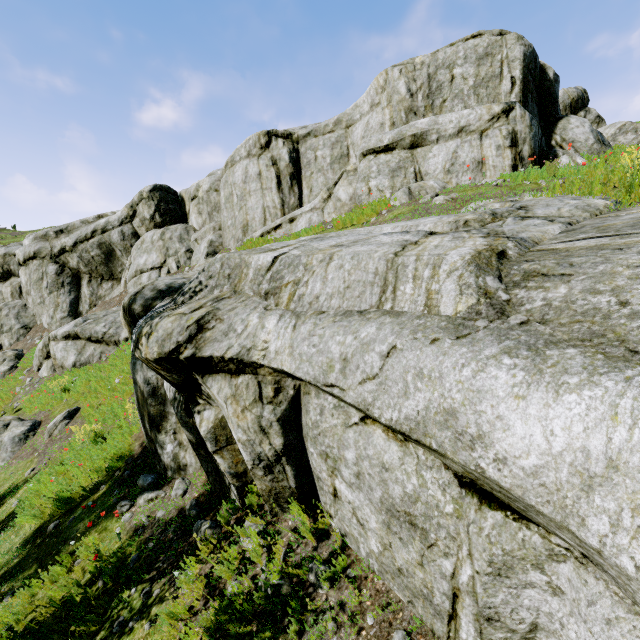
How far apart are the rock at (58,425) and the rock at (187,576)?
9.0m

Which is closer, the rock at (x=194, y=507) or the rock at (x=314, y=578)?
the rock at (x=314, y=578)

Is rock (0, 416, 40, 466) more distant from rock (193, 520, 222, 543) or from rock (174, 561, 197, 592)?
rock (174, 561, 197, 592)

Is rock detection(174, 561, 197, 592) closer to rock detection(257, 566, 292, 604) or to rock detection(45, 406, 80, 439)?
rock detection(257, 566, 292, 604)

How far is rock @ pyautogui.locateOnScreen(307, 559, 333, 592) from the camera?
3.8m

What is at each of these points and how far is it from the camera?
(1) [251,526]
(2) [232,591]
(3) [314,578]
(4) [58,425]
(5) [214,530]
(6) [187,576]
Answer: (1) rock, 5.0m
(2) rock, 4.0m
(3) rock, 4.0m
(4) rock, 11.1m
(5) rock, 5.2m
(6) rock, 4.8m

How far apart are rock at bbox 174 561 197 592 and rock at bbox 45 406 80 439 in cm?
896
